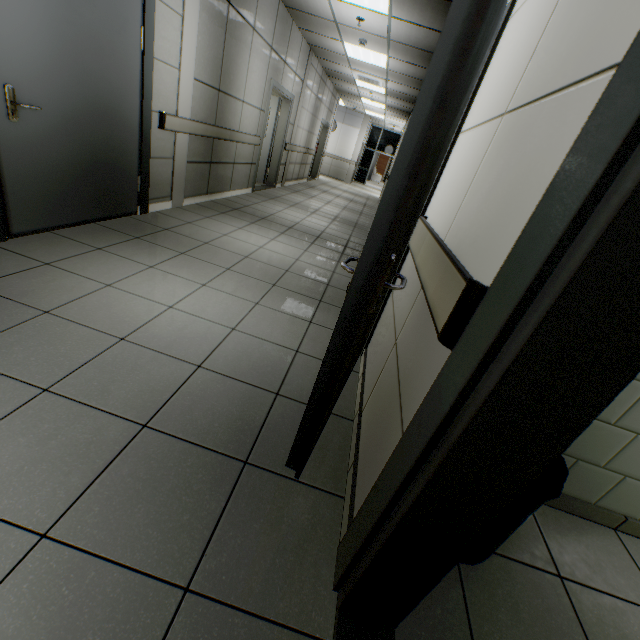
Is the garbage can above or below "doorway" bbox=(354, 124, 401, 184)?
below

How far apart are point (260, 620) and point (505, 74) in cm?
219

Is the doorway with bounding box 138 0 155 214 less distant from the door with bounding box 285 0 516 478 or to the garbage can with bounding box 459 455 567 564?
the door with bounding box 285 0 516 478

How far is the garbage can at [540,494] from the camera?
1.12m

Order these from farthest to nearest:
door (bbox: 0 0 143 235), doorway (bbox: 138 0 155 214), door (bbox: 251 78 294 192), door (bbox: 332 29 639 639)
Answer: door (bbox: 251 78 294 192) → doorway (bbox: 138 0 155 214) → door (bbox: 0 0 143 235) → door (bbox: 332 29 639 639)

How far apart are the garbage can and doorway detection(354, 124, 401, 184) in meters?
21.1

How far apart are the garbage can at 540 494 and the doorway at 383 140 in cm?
2115

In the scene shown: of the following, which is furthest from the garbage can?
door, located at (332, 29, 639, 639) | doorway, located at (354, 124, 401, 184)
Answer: doorway, located at (354, 124, 401, 184)
